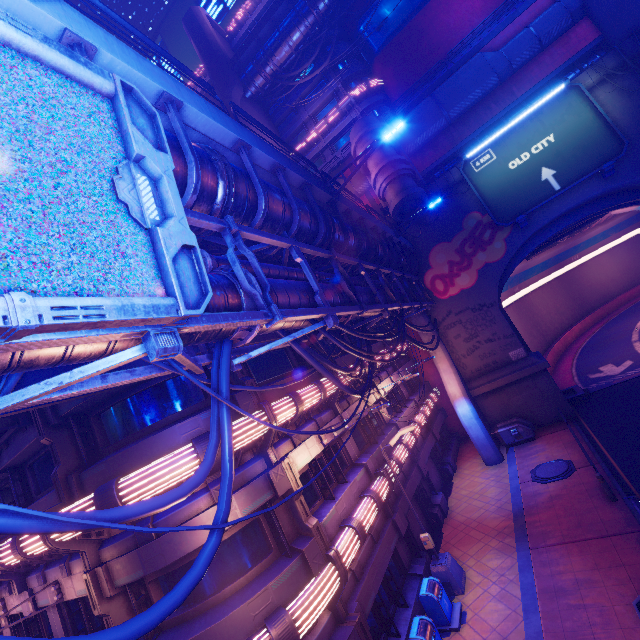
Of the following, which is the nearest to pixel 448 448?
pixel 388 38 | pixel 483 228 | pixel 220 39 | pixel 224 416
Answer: pixel 483 228

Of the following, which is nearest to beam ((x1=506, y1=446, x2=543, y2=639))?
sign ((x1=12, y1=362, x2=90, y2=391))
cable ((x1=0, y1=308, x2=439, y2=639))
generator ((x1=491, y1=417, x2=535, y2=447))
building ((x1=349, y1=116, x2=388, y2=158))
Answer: generator ((x1=491, y1=417, x2=535, y2=447))

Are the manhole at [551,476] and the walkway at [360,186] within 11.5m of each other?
no

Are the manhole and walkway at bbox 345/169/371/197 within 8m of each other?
no

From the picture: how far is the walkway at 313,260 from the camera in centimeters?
1133cm

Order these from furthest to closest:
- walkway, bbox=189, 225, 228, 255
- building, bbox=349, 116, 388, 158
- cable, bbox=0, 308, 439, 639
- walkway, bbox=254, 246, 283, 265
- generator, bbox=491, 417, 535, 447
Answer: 1. building, bbox=349, 116, 388, 158
2. generator, bbox=491, 417, 535, 447
3. walkway, bbox=254, 246, 283, 265
4. walkway, bbox=189, 225, 228, 255
5. cable, bbox=0, 308, 439, 639

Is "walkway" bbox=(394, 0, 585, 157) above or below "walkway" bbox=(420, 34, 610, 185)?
above

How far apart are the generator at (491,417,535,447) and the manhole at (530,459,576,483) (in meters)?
3.18
